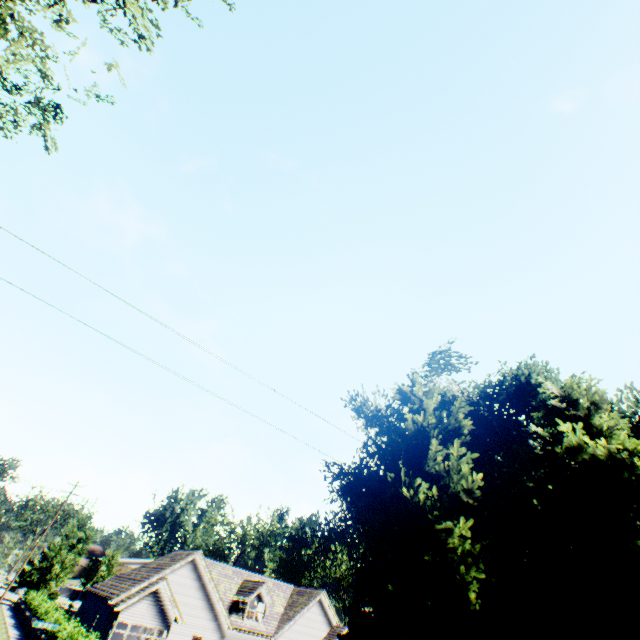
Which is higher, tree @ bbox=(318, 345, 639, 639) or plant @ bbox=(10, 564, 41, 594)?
tree @ bbox=(318, 345, 639, 639)

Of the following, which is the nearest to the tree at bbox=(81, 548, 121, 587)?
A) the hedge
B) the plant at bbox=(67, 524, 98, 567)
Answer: the plant at bbox=(67, 524, 98, 567)

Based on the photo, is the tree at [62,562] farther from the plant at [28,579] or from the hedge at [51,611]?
the hedge at [51,611]

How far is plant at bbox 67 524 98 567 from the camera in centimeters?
4744cm

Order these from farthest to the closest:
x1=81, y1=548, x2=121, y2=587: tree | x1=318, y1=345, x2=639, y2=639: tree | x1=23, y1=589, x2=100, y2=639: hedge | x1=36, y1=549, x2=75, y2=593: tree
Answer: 1. x1=81, y1=548, x2=121, y2=587: tree
2. x1=36, y1=549, x2=75, y2=593: tree
3. x1=23, y1=589, x2=100, y2=639: hedge
4. x1=318, y1=345, x2=639, y2=639: tree

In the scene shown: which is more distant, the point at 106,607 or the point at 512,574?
the point at 106,607

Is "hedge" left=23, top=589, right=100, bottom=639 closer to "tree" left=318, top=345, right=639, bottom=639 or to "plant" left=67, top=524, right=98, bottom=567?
"tree" left=318, top=345, right=639, bottom=639

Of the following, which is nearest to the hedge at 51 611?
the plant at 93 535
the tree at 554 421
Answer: the tree at 554 421
